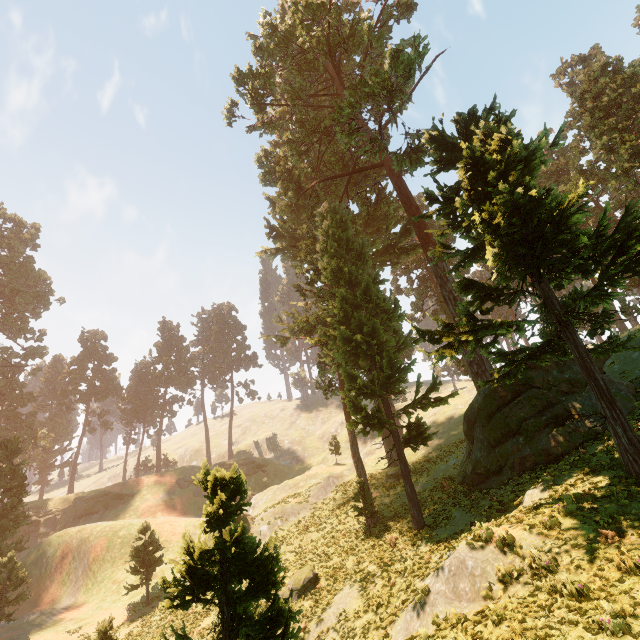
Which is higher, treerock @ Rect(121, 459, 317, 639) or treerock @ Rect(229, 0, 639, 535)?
treerock @ Rect(229, 0, 639, 535)

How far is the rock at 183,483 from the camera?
51.2m

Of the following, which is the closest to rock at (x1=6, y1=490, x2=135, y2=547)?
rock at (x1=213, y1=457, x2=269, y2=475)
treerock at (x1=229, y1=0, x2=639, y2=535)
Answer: treerock at (x1=229, y1=0, x2=639, y2=535)

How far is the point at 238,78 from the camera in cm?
2575

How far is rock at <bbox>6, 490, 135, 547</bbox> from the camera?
45.84m

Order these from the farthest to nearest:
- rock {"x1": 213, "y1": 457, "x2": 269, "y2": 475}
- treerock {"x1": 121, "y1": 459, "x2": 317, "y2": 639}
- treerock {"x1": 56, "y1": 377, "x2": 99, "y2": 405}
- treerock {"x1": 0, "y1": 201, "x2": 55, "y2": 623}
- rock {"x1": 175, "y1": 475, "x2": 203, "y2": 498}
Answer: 1. treerock {"x1": 56, "y1": 377, "x2": 99, "y2": 405}
2. rock {"x1": 213, "y1": 457, "x2": 269, "y2": 475}
3. rock {"x1": 175, "y1": 475, "x2": 203, "y2": 498}
4. treerock {"x1": 0, "y1": 201, "x2": 55, "y2": 623}
5. treerock {"x1": 121, "y1": 459, "x2": 317, "y2": 639}

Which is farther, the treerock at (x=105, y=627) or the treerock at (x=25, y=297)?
the treerock at (x=25, y=297)
